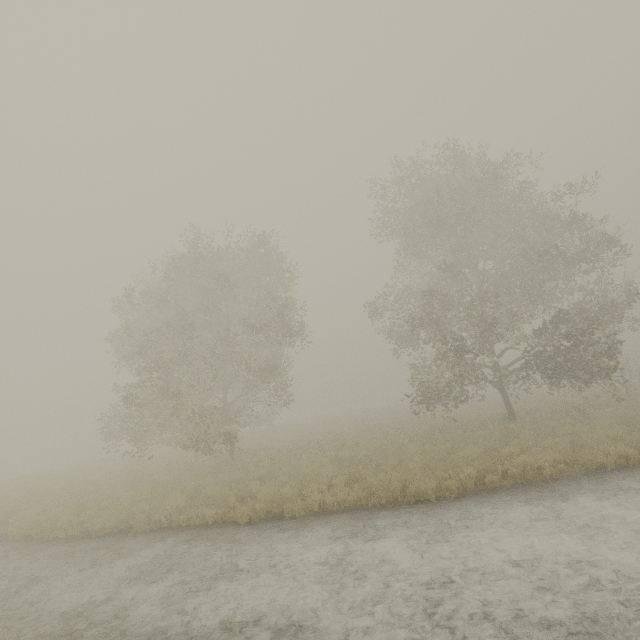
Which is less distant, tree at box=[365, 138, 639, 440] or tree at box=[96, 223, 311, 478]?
tree at box=[365, 138, 639, 440]

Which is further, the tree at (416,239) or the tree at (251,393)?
the tree at (251,393)

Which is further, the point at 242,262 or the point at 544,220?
the point at 242,262

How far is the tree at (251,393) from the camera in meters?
16.8

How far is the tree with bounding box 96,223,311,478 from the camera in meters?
16.8 m
